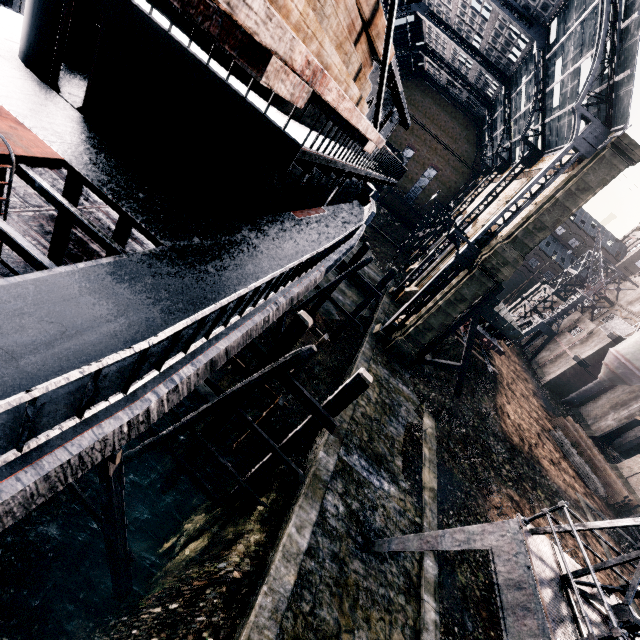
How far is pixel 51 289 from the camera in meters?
4.5

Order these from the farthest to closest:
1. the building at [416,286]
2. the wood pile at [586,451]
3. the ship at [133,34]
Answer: the wood pile at [586,451] → the building at [416,286] → the ship at [133,34]

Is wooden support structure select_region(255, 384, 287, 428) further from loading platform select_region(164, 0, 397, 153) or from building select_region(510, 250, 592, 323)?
building select_region(510, 250, 592, 323)

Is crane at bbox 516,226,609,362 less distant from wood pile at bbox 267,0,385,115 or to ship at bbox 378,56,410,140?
ship at bbox 378,56,410,140

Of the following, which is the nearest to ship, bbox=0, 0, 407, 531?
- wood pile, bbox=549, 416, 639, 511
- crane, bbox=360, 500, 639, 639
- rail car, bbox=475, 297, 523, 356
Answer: crane, bbox=360, 500, 639, 639

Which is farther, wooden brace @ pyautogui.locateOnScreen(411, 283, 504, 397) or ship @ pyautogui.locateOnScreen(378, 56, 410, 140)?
wooden brace @ pyautogui.locateOnScreen(411, 283, 504, 397)

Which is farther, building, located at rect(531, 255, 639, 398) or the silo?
building, located at rect(531, 255, 639, 398)

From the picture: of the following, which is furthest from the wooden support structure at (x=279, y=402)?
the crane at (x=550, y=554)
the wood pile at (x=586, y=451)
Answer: the wood pile at (x=586, y=451)
